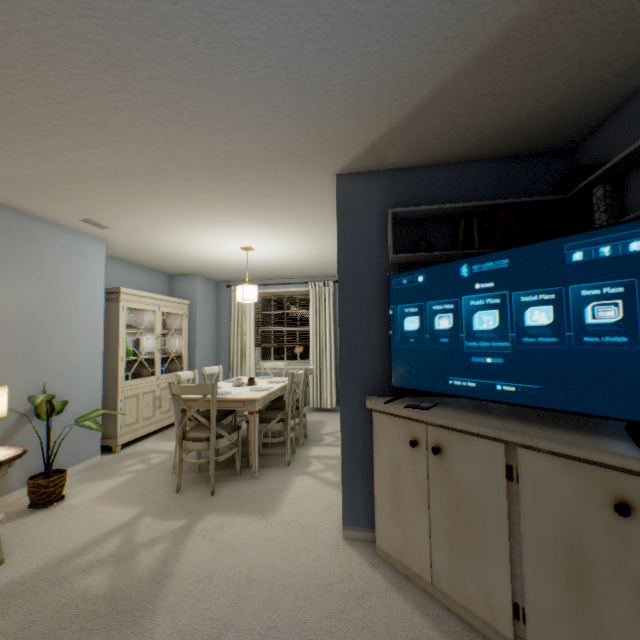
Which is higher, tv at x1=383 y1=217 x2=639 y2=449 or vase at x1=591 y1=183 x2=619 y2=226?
vase at x1=591 y1=183 x2=619 y2=226

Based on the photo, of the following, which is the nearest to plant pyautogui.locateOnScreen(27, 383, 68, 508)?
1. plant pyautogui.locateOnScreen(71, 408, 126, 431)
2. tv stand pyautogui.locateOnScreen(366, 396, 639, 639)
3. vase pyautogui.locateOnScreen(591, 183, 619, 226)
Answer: plant pyautogui.locateOnScreen(71, 408, 126, 431)

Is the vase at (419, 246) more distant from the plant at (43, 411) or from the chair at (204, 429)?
the plant at (43, 411)

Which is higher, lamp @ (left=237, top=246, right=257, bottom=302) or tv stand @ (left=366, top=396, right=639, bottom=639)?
lamp @ (left=237, top=246, right=257, bottom=302)

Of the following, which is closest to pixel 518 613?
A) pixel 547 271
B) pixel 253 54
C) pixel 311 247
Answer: pixel 547 271

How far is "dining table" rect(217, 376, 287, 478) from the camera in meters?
3.1 m

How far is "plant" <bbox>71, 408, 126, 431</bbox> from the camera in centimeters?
259cm

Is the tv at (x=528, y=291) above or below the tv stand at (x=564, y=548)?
above
